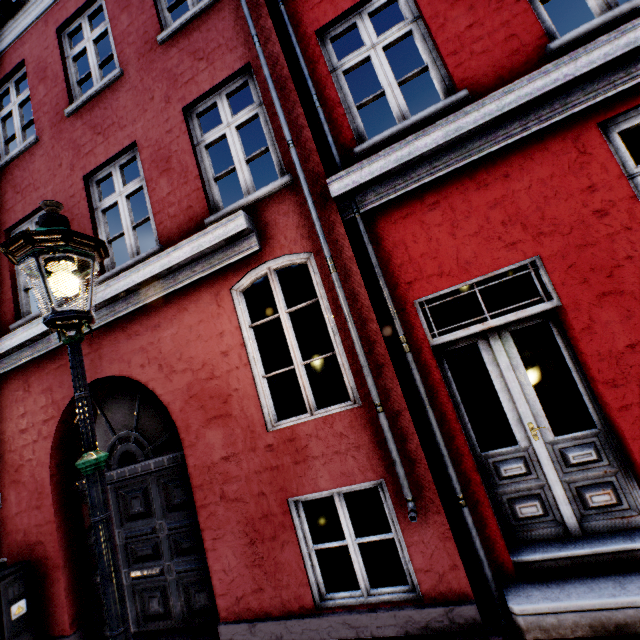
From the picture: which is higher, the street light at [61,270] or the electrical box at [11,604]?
the street light at [61,270]

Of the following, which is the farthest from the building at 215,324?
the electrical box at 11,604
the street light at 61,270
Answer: the street light at 61,270

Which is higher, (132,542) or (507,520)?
(132,542)

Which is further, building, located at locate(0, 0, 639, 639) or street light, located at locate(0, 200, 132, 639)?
building, located at locate(0, 0, 639, 639)

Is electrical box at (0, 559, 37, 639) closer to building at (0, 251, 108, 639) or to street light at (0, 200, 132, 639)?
building at (0, 251, 108, 639)

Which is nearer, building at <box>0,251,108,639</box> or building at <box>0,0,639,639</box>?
building at <box>0,0,639,639</box>

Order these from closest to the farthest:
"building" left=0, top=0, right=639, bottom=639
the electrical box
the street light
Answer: the street light, "building" left=0, top=0, right=639, bottom=639, the electrical box

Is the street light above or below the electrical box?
above
